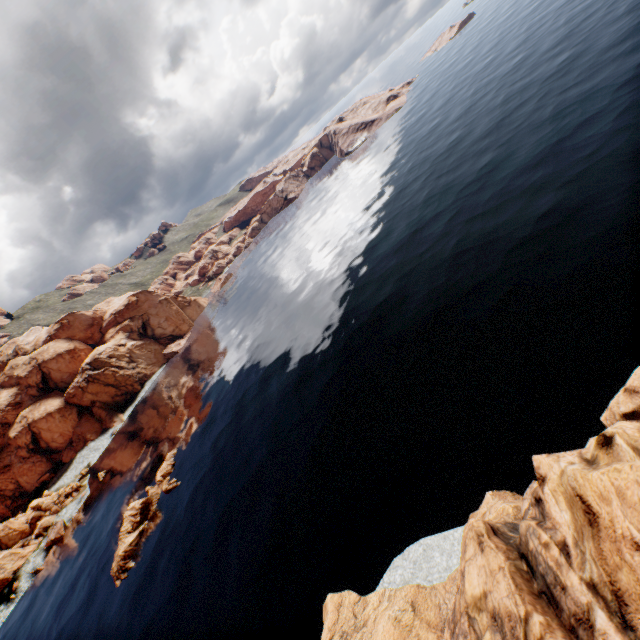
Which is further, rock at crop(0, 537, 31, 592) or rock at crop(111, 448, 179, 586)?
rock at crop(0, 537, 31, 592)

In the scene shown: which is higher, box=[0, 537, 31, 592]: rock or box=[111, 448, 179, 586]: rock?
box=[0, 537, 31, 592]: rock

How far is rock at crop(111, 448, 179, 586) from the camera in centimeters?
3962cm

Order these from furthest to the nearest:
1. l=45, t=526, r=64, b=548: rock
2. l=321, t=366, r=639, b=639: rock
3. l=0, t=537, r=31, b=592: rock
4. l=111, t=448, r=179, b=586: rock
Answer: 1. l=45, t=526, r=64, b=548: rock
2. l=0, t=537, r=31, b=592: rock
3. l=111, t=448, r=179, b=586: rock
4. l=321, t=366, r=639, b=639: rock

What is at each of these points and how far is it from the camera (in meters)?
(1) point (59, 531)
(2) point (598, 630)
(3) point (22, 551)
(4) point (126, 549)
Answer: (1) rock, 59.50
(2) rock, 6.27
(3) rock, 59.75
(4) rock, 40.44

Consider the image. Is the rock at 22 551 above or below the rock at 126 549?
above

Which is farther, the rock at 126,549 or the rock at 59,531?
the rock at 59,531
